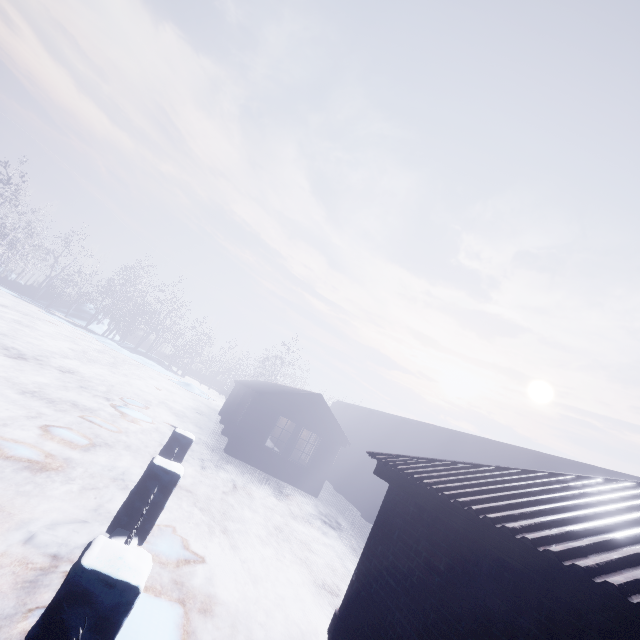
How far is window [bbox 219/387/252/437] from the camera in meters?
14.6

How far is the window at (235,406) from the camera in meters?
14.6 m

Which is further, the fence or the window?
the window

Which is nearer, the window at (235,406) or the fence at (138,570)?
the fence at (138,570)

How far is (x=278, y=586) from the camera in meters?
4.9
